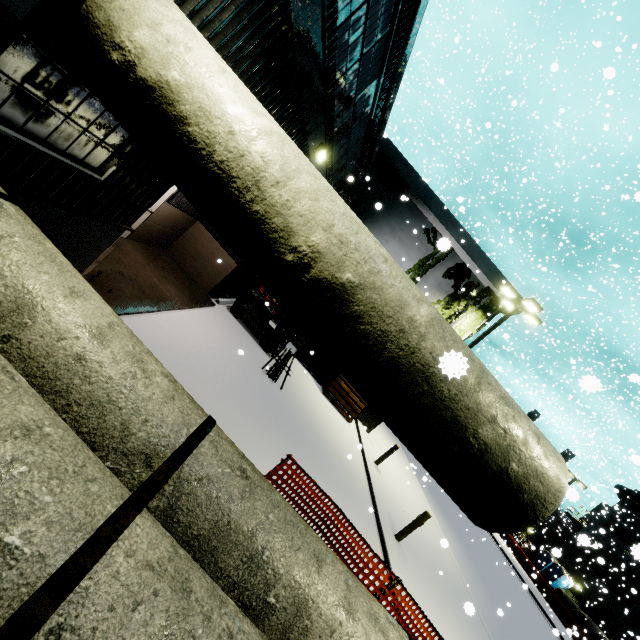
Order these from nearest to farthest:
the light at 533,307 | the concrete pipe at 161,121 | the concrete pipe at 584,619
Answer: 1. the concrete pipe at 161,121
2. the light at 533,307
3. the concrete pipe at 584,619

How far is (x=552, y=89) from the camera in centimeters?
1778cm

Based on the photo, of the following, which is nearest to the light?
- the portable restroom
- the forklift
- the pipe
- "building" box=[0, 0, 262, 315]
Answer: "building" box=[0, 0, 262, 315]

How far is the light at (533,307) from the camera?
14.48m

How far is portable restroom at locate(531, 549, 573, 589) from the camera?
33.4m

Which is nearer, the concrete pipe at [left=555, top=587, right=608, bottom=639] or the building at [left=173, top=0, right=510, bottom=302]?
the building at [left=173, top=0, right=510, bottom=302]

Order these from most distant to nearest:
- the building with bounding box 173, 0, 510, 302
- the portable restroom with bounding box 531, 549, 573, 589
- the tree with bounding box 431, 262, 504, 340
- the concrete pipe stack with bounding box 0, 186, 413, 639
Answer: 1. the portable restroom with bounding box 531, 549, 573, 589
2. the tree with bounding box 431, 262, 504, 340
3. the building with bounding box 173, 0, 510, 302
4. the concrete pipe stack with bounding box 0, 186, 413, 639

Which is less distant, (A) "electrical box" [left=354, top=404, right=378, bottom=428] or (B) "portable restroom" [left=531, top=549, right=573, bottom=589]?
(A) "electrical box" [left=354, top=404, right=378, bottom=428]
